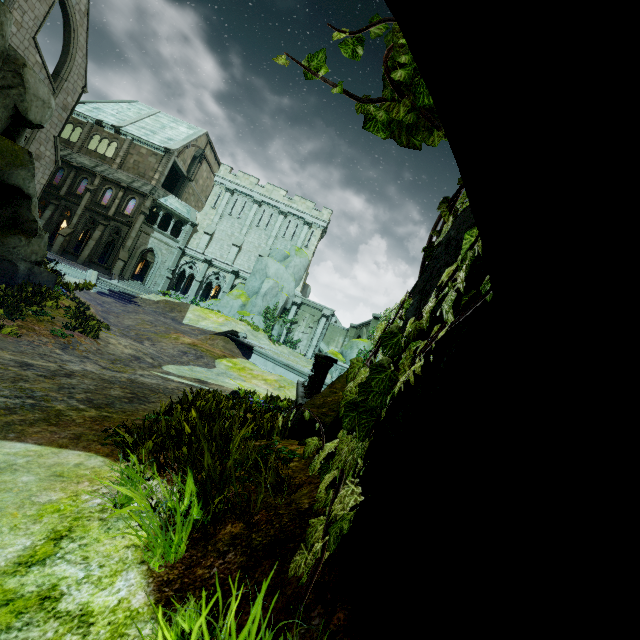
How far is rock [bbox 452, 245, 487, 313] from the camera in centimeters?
186cm

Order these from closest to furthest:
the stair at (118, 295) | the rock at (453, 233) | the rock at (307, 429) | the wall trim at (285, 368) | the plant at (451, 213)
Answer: the rock at (453, 233)
the plant at (451, 213)
the rock at (307, 429)
the wall trim at (285, 368)
the stair at (118, 295)

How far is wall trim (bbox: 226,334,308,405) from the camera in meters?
7.4

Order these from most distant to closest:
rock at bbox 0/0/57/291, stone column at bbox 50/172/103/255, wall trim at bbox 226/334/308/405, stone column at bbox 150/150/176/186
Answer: stone column at bbox 150/150/176/186 → stone column at bbox 50/172/103/255 → rock at bbox 0/0/57/291 → wall trim at bbox 226/334/308/405

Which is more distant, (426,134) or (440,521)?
(426,134)

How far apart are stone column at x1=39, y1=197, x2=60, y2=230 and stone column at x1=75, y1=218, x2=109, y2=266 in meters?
4.1 m

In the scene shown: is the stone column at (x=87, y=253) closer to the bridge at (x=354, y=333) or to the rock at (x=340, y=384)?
the bridge at (x=354, y=333)

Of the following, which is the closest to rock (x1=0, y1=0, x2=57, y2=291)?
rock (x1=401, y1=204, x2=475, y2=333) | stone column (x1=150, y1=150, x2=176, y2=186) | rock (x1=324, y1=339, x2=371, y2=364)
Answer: rock (x1=401, y1=204, x2=475, y2=333)
